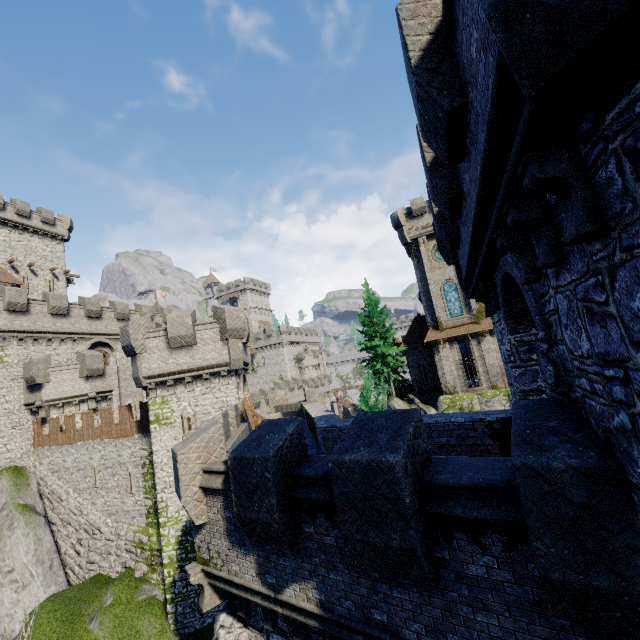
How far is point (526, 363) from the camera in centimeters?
732cm

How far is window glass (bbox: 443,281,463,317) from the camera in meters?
32.2

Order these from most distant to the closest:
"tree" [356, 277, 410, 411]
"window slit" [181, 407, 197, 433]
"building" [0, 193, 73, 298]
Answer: "building" [0, 193, 73, 298], "tree" [356, 277, 410, 411], "window slit" [181, 407, 197, 433]

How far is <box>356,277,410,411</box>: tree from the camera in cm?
2444

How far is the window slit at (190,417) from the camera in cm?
1802

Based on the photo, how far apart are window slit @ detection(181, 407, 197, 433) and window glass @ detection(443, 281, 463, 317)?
25.2m

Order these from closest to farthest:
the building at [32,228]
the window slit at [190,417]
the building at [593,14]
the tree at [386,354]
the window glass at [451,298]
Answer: the building at [593,14], the window slit at [190,417], the tree at [386,354], the window glass at [451,298], the building at [32,228]

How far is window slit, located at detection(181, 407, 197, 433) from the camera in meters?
18.0
